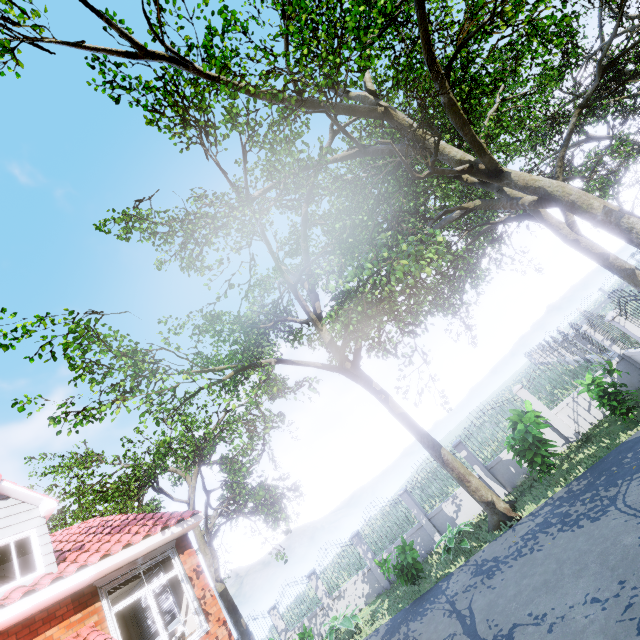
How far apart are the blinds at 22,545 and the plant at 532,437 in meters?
13.3 m

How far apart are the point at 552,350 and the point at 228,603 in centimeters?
1890cm

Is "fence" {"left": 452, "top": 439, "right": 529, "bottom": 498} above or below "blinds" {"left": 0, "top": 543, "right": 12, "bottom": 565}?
A: below

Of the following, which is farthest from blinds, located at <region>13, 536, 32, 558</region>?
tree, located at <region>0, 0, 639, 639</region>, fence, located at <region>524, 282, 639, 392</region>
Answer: fence, located at <region>524, 282, 639, 392</region>

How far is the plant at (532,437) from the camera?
9.68m

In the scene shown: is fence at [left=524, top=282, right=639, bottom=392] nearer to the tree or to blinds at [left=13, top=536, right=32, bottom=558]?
the tree

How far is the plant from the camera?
9.68m
